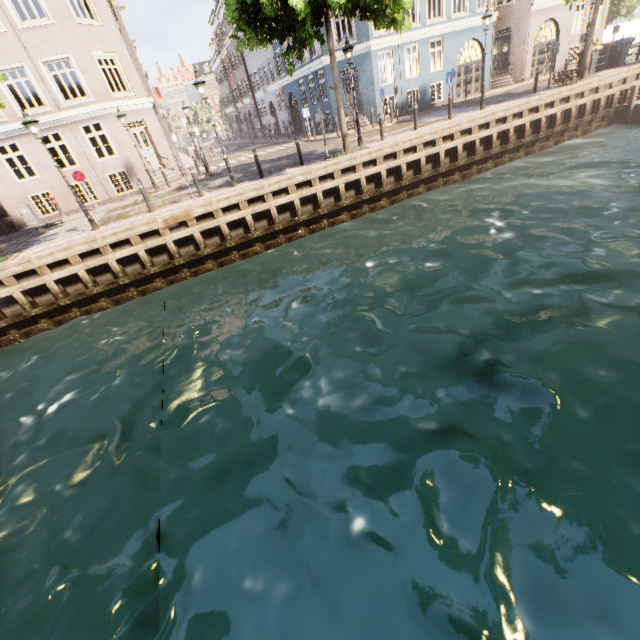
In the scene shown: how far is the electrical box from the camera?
16.84m

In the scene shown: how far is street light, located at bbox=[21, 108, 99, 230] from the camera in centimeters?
1004cm

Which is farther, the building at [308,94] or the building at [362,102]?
the building at [308,94]

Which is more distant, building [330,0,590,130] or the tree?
building [330,0,590,130]

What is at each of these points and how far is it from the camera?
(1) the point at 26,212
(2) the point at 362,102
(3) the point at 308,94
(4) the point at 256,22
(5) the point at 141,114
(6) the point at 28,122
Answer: (1) electrical box, 17.0 meters
(2) building, 22.0 meters
(3) building, 25.4 meters
(4) tree, 10.3 meters
(5) building, 18.5 meters
(6) street light, 10.0 meters

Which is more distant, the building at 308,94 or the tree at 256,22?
the building at 308,94

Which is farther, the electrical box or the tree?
the electrical box

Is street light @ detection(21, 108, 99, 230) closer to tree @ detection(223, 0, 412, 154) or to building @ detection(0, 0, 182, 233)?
tree @ detection(223, 0, 412, 154)
